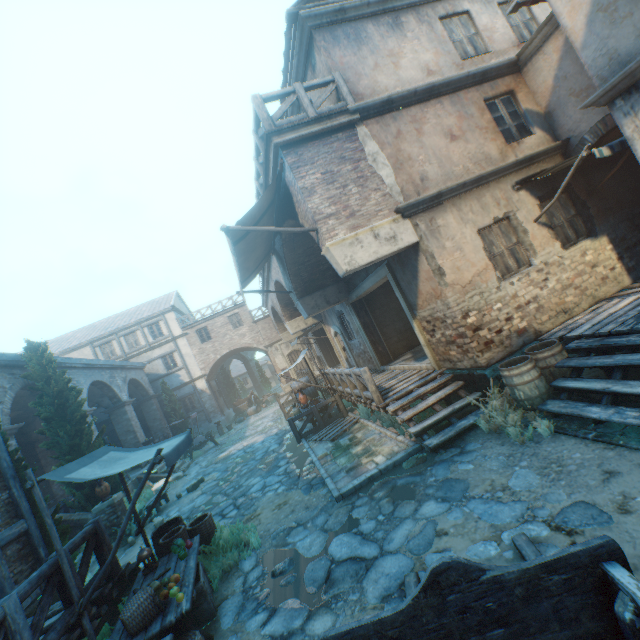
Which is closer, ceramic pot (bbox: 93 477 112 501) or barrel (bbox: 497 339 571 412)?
barrel (bbox: 497 339 571 412)

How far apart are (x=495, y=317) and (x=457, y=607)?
6.57m

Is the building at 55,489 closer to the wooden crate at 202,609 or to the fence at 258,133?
the fence at 258,133

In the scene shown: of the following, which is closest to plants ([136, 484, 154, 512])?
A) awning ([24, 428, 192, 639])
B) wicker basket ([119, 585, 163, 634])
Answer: awning ([24, 428, 192, 639])

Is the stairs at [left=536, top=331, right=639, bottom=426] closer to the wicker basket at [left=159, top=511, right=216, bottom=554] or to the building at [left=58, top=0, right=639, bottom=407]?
the building at [left=58, top=0, right=639, bottom=407]

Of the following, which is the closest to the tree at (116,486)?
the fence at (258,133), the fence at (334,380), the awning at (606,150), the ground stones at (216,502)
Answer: the ground stones at (216,502)

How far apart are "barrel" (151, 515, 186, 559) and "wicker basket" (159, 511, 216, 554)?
0.08m

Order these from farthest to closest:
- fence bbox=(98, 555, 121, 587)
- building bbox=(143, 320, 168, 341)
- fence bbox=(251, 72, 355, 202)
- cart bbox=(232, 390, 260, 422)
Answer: cart bbox=(232, 390, 260, 422), building bbox=(143, 320, 168, 341), fence bbox=(251, 72, 355, 202), fence bbox=(98, 555, 121, 587)
